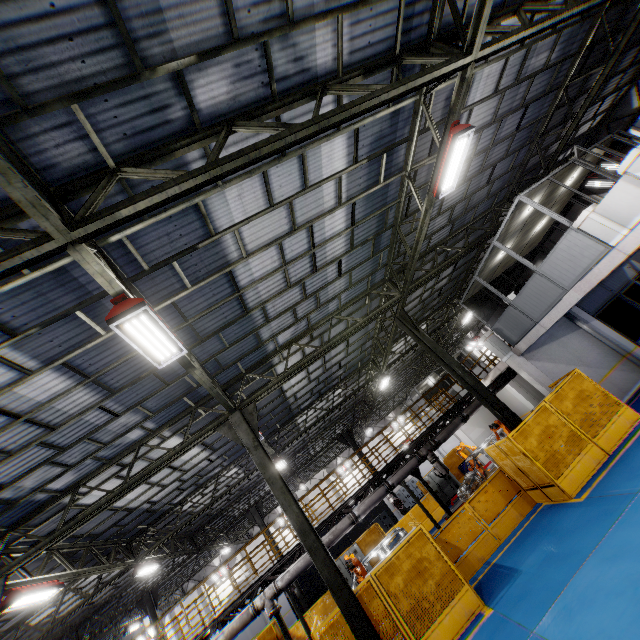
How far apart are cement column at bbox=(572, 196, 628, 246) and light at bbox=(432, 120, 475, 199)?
4.0m

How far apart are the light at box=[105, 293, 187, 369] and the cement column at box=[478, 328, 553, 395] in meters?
13.1 m

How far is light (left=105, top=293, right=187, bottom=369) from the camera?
4.8 meters

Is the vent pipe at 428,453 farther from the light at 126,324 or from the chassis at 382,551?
the light at 126,324

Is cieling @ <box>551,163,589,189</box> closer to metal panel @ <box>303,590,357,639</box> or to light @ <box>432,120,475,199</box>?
light @ <box>432,120,475,199</box>

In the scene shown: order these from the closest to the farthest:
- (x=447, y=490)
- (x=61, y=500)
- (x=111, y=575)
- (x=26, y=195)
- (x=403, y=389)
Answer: (x=26, y=195) → (x=61, y=500) → (x=111, y=575) → (x=447, y=490) → (x=403, y=389)

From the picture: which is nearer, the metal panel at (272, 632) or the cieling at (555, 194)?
the cieling at (555, 194)

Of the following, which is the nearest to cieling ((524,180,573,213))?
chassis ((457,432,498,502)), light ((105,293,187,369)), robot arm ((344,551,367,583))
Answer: chassis ((457,432,498,502))
